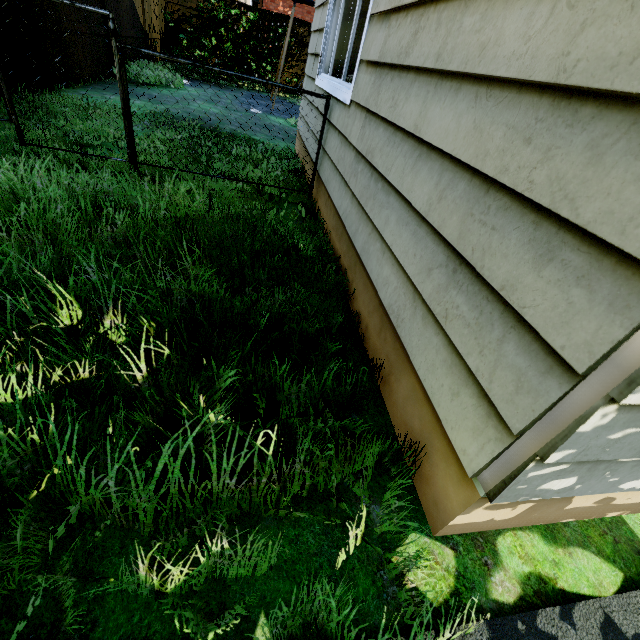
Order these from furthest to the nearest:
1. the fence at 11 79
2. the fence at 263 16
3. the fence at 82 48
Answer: the fence at 263 16
the fence at 82 48
the fence at 11 79

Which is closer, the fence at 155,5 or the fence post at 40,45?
the fence at 155,5

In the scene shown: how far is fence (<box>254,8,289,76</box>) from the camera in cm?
1152

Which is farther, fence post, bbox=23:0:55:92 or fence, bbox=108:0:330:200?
fence post, bbox=23:0:55:92

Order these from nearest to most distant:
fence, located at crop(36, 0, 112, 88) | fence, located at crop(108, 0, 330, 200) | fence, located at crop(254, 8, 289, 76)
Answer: fence, located at crop(108, 0, 330, 200), fence, located at crop(36, 0, 112, 88), fence, located at crop(254, 8, 289, 76)

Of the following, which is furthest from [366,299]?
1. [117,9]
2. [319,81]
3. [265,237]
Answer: [117,9]

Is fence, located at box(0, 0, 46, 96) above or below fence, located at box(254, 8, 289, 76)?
below

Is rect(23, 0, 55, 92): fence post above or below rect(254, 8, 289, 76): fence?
below
